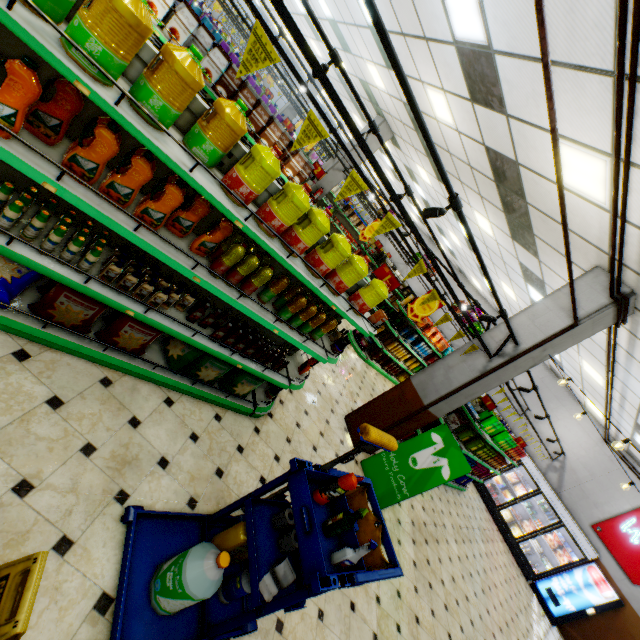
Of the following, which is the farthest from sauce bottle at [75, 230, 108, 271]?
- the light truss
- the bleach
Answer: the light truss

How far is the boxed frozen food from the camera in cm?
1029

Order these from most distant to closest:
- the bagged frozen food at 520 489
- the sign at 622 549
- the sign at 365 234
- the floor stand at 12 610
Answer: the bagged frozen food at 520 489
the sign at 622 549
the sign at 365 234
the floor stand at 12 610

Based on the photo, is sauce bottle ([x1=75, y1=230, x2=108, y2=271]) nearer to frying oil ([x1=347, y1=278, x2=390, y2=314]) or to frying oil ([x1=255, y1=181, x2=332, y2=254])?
frying oil ([x1=255, y1=181, x2=332, y2=254])

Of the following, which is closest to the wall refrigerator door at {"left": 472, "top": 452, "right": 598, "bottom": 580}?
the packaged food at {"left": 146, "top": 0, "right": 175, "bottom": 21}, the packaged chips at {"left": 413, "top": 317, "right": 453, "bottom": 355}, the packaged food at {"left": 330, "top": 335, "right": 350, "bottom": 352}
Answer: the packaged chips at {"left": 413, "top": 317, "right": 453, "bottom": 355}

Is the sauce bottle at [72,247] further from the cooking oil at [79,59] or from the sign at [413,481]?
the sign at [413,481]

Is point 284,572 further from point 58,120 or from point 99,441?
point 58,120

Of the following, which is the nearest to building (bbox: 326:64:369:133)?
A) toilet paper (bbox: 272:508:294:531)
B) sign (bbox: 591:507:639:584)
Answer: sign (bbox: 591:507:639:584)
